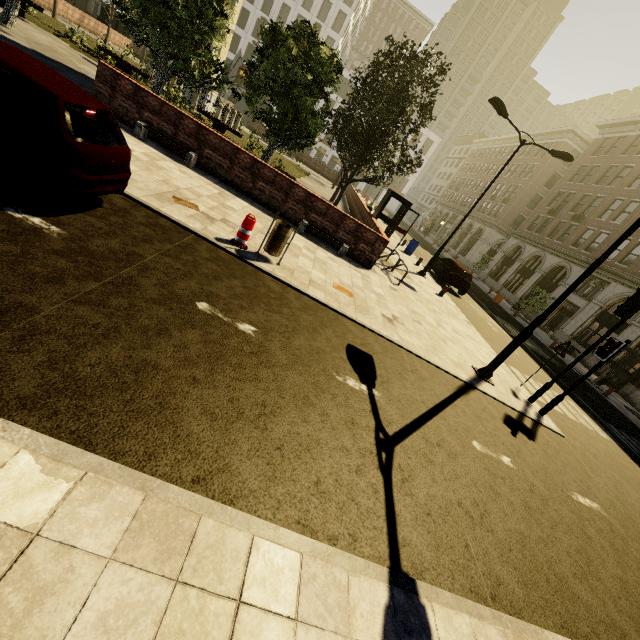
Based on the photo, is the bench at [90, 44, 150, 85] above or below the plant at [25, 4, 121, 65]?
above

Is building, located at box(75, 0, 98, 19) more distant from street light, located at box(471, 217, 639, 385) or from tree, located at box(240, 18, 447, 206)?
street light, located at box(471, 217, 639, 385)

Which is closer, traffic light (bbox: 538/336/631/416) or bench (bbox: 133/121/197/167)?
traffic light (bbox: 538/336/631/416)

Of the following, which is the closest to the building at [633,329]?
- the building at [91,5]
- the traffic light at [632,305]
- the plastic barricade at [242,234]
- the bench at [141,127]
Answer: the building at [91,5]

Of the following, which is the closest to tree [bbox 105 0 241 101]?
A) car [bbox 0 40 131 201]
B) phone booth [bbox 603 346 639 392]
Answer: phone booth [bbox 603 346 639 392]

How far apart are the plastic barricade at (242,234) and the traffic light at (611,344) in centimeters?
855cm

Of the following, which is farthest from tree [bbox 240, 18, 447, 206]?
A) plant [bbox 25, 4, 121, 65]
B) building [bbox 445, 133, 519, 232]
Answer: building [bbox 445, 133, 519, 232]

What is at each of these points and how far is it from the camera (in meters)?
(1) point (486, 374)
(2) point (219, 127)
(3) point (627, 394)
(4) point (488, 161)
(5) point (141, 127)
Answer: (1) street light, 8.45
(2) bench, 18.02
(3) building, 20.83
(4) building, 56.41
(5) bench, 9.51
